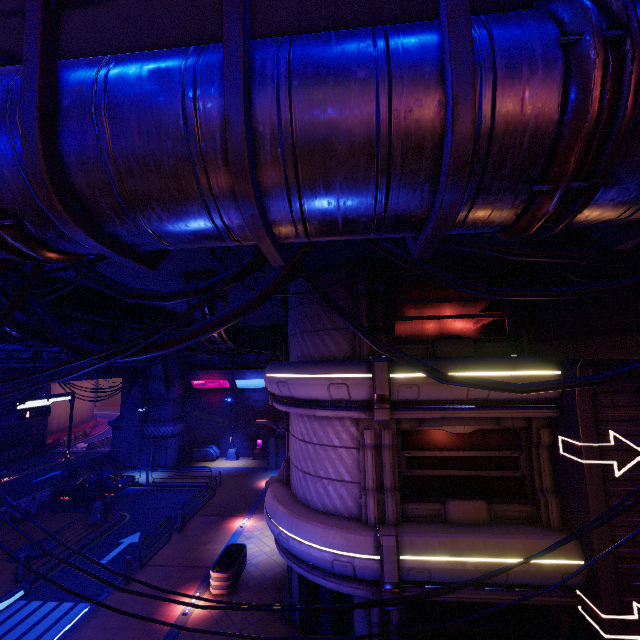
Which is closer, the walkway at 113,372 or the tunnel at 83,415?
the walkway at 113,372

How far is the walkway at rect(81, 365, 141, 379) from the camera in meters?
26.9

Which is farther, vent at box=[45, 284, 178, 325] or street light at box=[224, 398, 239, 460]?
street light at box=[224, 398, 239, 460]

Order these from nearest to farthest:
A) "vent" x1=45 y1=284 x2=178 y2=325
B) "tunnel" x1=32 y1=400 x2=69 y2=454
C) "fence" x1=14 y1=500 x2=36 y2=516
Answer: "vent" x1=45 y1=284 x2=178 y2=325
"fence" x1=14 y1=500 x2=36 y2=516
"tunnel" x1=32 y1=400 x2=69 y2=454

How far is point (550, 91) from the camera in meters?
2.2

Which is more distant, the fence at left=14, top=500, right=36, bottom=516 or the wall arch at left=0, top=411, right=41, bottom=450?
the wall arch at left=0, top=411, right=41, bottom=450

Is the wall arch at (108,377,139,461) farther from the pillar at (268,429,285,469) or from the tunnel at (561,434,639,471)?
the tunnel at (561,434,639,471)

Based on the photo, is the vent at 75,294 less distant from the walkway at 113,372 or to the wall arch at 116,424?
the walkway at 113,372
